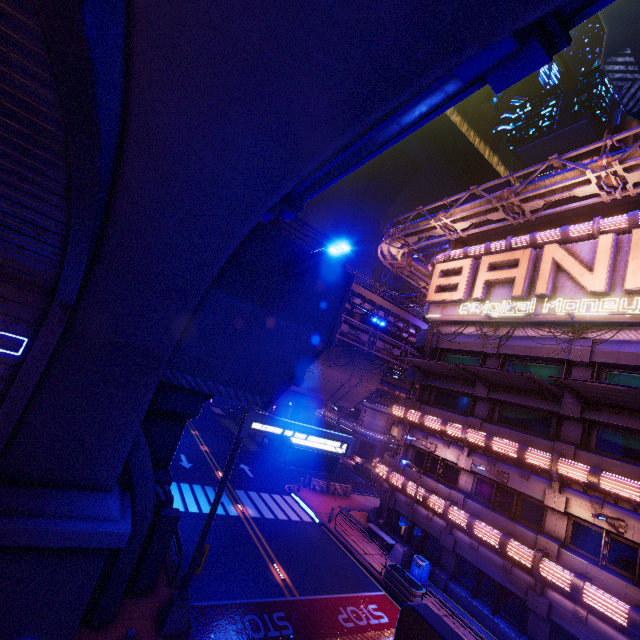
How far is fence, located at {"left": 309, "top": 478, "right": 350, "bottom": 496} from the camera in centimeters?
2875cm

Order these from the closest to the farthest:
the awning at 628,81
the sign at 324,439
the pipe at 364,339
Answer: the awning at 628,81, the sign at 324,439, the pipe at 364,339

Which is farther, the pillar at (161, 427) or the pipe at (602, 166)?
the pipe at (602, 166)

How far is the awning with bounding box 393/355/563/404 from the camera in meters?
16.6

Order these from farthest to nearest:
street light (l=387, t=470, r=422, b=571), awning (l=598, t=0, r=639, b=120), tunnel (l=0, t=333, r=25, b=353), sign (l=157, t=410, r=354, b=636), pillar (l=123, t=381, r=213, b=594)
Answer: street light (l=387, t=470, r=422, b=571)
pillar (l=123, t=381, r=213, b=594)
sign (l=157, t=410, r=354, b=636)
tunnel (l=0, t=333, r=25, b=353)
awning (l=598, t=0, r=639, b=120)

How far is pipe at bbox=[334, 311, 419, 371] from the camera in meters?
32.9

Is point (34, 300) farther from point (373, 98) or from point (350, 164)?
point (373, 98)

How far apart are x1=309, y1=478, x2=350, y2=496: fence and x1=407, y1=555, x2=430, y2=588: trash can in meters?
10.5
